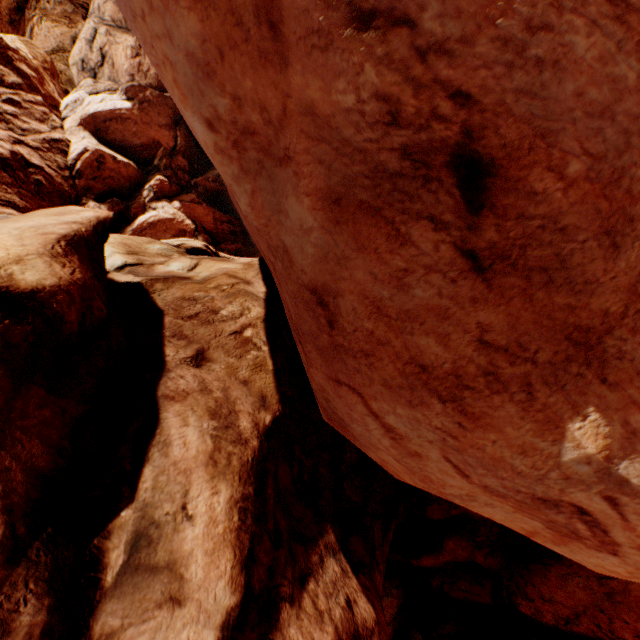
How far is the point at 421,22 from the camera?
2.0m
